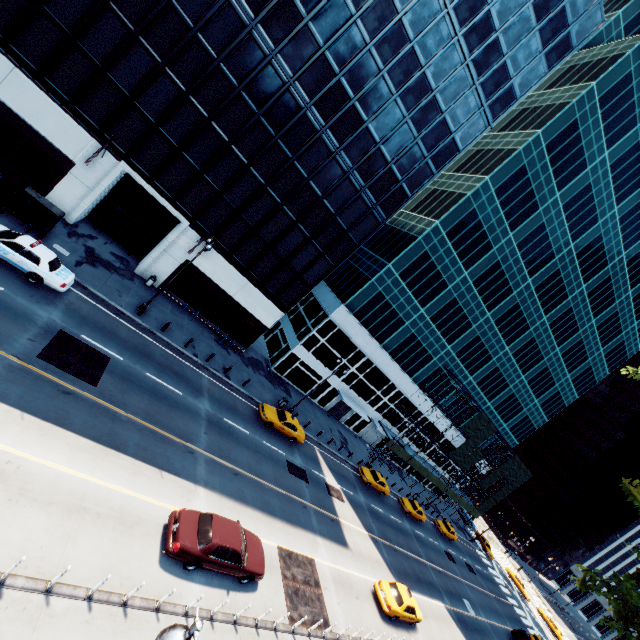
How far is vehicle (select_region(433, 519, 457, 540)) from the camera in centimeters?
4416cm

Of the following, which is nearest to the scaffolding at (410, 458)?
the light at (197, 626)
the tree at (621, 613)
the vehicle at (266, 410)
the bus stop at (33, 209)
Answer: the vehicle at (266, 410)

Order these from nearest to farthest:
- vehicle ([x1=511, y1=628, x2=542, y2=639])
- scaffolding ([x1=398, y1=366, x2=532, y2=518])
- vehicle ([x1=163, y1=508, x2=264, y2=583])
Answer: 1. vehicle ([x1=163, y1=508, x2=264, y2=583])
2. vehicle ([x1=511, y1=628, x2=542, y2=639])
3. scaffolding ([x1=398, y1=366, x2=532, y2=518])

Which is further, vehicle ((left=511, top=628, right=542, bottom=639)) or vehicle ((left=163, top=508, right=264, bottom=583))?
vehicle ((left=511, top=628, right=542, bottom=639))

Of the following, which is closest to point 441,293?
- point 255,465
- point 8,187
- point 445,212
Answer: point 445,212

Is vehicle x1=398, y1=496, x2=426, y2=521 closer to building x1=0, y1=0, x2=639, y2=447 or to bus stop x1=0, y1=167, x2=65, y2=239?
building x1=0, y1=0, x2=639, y2=447

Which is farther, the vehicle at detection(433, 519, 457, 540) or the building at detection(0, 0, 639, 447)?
the vehicle at detection(433, 519, 457, 540)

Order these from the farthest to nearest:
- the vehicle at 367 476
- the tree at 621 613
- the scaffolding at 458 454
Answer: the scaffolding at 458 454, the vehicle at 367 476, the tree at 621 613
